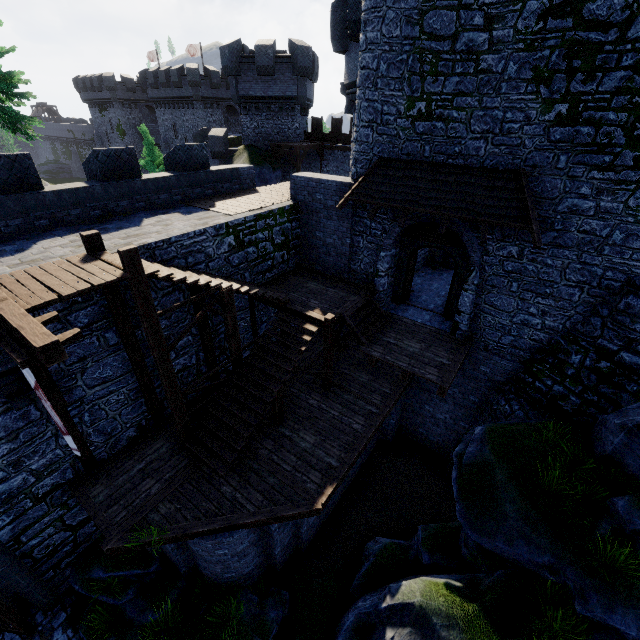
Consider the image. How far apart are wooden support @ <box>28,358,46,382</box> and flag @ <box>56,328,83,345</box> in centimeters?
37cm

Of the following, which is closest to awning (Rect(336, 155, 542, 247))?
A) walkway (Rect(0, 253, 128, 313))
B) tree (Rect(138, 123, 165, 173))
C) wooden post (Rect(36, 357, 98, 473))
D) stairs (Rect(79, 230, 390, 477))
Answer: stairs (Rect(79, 230, 390, 477))

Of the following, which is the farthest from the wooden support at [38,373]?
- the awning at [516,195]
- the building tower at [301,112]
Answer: the building tower at [301,112]

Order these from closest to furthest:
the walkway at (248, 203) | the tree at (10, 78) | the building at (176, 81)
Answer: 1. the walkway at (248, 203)
2. the tree at (10, 78)
3. the building at (176, 81)

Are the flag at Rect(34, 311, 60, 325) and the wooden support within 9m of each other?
yes

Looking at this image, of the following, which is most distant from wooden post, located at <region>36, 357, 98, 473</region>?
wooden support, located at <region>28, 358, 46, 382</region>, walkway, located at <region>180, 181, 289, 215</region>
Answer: walkway, located at <region>180, 181, 289, 215</region>

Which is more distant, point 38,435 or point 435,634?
point 38,435

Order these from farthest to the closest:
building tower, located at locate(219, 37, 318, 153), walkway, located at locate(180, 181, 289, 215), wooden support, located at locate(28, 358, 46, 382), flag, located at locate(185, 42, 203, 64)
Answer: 1. flag, located at locate(185, 42, 203, 64)
2. building tower, located at locate(219, 37, 318, 153)
3. walkway, located at locate(180, 181, 289, 215)
4. wooden support, located at locate(28, 358, 46, 382)
